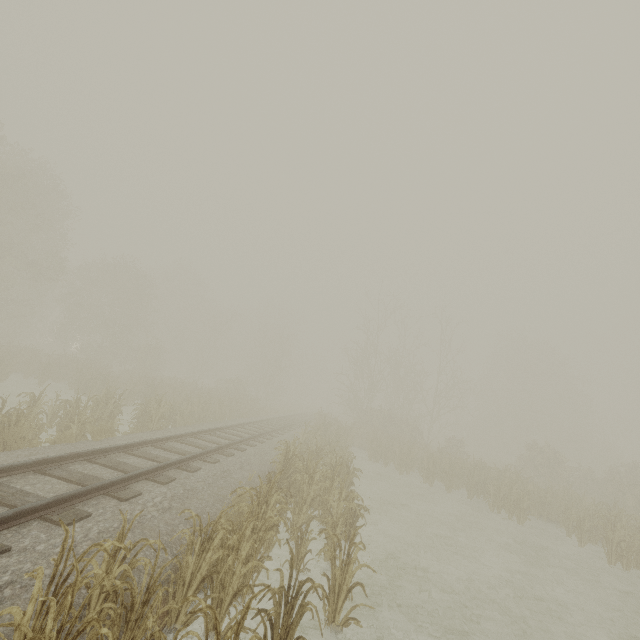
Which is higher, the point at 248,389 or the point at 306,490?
the point at 248,389
